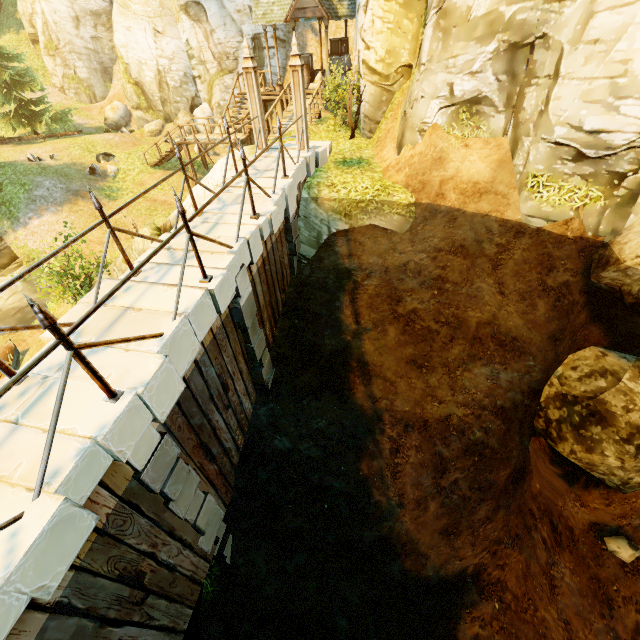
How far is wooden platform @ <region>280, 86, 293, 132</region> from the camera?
14.66m

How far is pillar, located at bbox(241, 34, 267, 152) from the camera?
8.5m

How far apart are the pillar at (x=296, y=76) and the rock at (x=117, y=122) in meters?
23.5

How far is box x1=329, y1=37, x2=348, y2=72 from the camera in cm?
1847

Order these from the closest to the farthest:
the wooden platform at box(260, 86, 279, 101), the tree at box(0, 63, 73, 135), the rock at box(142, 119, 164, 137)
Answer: the wooden platform at box(260, 86, 279, 101) → the tree at box(0, 63, 73, 135) → the rock at box(142, 119, 164, 137)

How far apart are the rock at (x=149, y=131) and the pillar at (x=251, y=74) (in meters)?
17.89

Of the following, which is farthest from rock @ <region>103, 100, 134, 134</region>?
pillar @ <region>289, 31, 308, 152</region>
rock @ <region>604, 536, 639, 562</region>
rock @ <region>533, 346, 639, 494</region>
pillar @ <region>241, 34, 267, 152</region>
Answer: rock @ <region>604, 536, 639, 562</region>

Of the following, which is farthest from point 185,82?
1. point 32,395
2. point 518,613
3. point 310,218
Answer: point 518,613
